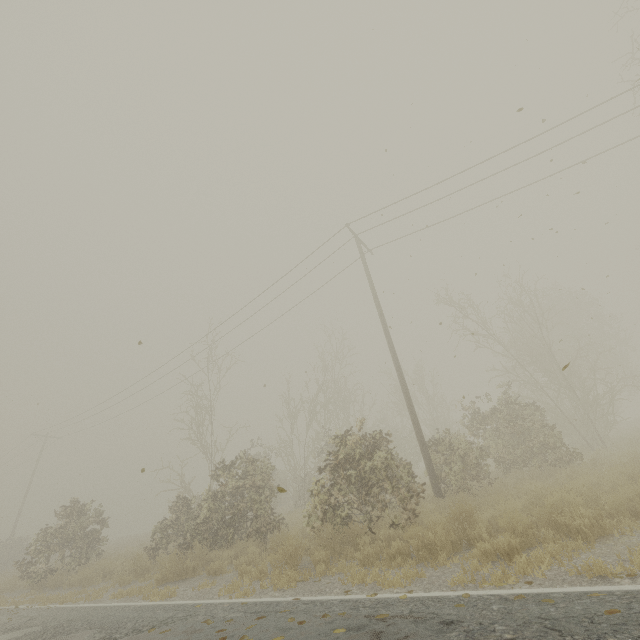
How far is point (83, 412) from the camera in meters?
27.5

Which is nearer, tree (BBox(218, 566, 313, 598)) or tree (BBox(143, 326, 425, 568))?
tree (BBox(218, 566, 313, 598))

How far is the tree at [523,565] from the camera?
4.3 meters

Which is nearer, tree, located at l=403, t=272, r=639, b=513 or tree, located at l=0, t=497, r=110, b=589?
tree, located at l=403, t=272, r=639, b=513

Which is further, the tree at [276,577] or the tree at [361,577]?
the tree at [276,577]

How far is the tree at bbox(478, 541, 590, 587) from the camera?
4.3m

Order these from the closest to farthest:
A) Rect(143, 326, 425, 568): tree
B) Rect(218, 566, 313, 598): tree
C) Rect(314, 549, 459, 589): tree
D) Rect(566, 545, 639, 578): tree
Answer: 1. Rect(566, 545, 639, 578): tree
2. Rect(314, 549, 459, 589): tree
3. Rect(218, 566, 313, 598): tree
4. Rect(143, 326, 425, 568): tree
